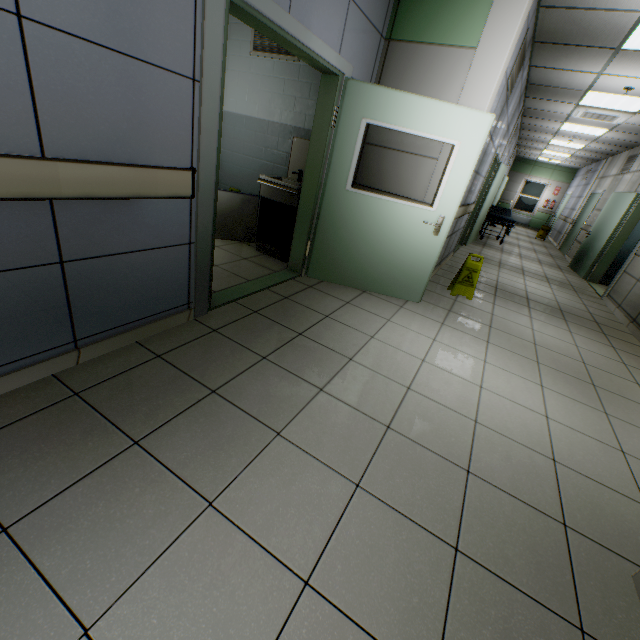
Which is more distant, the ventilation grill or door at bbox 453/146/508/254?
door at bbox 453/146/508/254

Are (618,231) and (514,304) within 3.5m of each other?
no

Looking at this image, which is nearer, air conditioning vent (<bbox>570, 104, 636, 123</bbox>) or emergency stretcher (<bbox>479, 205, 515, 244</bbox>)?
air conditioning vent (<bbox>570, 104, 636, 123</bbox>)

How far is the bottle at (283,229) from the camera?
4.3 meters

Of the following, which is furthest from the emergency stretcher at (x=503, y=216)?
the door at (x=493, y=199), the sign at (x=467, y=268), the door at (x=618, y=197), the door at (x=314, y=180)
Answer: the door at (x=314, y=180)

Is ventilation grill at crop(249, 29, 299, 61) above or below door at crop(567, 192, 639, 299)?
above

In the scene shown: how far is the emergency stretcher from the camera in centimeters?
935cm

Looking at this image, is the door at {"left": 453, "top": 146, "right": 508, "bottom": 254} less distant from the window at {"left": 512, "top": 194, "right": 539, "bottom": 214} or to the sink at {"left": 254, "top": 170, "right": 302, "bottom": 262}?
the sink at {"left": 254, "top": 170, "right": 302, "bottom": 262}
